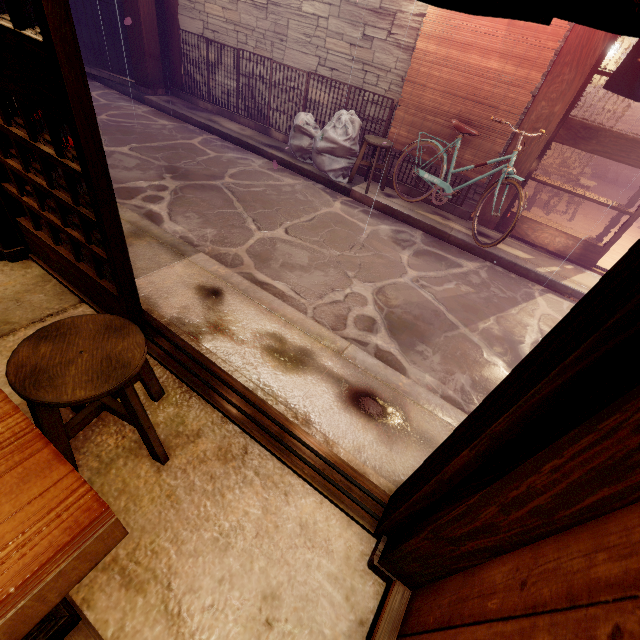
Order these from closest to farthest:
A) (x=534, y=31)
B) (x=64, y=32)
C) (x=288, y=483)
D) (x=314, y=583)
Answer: (x=64, y=32) → (x=314, y=583) → (x=288, y=483) → (x=534, y=31)

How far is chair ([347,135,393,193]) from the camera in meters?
9.3 m

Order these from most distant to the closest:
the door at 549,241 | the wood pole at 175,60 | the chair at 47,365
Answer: the wood pole at 175,60 → the door at 549,241 → the chair at 47,365

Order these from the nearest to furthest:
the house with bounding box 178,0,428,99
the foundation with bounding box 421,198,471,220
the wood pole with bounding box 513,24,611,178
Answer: the wood pole with bounding box 513,24,611,178, the house with bounding box 178,0,428,99, the foundation with bounding box 421,198,471,220

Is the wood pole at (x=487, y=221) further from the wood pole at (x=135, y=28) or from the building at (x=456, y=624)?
the wood pole at (x=135, y=28)

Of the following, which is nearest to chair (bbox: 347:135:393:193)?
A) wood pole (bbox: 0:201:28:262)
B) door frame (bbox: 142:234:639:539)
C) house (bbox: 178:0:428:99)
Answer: house (bbox: 178:0:428:99)

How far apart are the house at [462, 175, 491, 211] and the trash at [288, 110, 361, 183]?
3.6m

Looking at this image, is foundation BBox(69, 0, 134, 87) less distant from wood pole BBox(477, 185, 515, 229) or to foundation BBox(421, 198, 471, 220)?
foundation BBox(421, 198, 471, 220)
